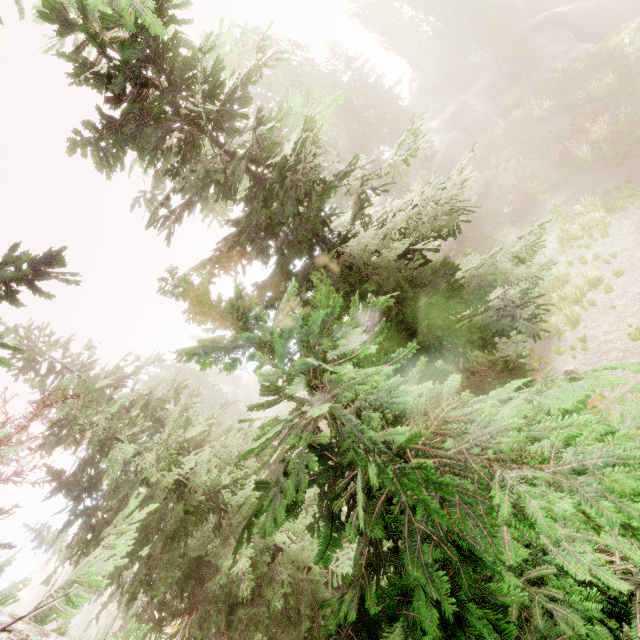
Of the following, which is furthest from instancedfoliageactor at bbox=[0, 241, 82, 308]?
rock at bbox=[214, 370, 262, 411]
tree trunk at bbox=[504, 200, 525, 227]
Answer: tree trunk at bbox=[504, 200, 525, 227]

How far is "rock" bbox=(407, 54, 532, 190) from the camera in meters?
29.4 m

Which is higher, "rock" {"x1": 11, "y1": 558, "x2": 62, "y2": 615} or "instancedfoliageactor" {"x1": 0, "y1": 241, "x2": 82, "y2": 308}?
"instancedfoliageactor" {"x1": 0, "y1": 241, "x2": 82, "y2": 308}

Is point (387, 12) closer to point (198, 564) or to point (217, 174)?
point (217, 174)

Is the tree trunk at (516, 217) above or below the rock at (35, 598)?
below

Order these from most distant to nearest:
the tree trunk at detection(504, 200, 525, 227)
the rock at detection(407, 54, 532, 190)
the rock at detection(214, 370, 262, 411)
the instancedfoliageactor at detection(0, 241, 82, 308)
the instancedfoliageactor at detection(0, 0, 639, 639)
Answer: the rock at detection(214, 370, 262, 411)
the rock at detection(407, 54, 532, 190)
the tree trunk at detection(504, 200, 525, 227)
the instancedfoliageactor at detection(0, 241, 82, 308)
the instancedfoliageactor at detection(0, 0, 639, 639)

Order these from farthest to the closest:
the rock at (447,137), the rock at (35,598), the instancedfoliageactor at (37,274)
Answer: the rock at (35,598), the rock at (447,137), the instancedfoliageactor at (37,274)

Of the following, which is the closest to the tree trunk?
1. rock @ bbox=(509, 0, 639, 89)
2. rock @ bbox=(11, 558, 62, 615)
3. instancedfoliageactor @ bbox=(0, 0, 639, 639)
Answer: rock @ bbox=(509, 0, 639, 89)
